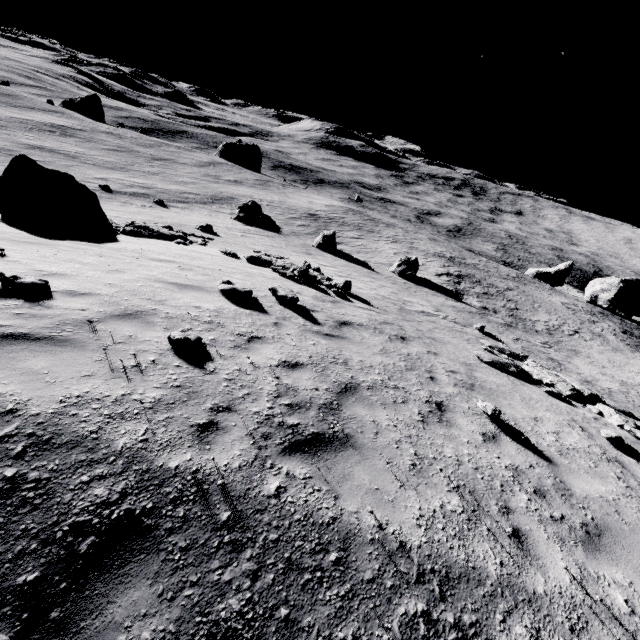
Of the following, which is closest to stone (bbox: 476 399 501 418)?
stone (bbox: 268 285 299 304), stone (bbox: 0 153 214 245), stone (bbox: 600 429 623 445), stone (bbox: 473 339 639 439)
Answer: stone (bbox: 600 429 623 445)

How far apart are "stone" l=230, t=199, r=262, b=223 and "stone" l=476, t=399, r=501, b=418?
35.1m

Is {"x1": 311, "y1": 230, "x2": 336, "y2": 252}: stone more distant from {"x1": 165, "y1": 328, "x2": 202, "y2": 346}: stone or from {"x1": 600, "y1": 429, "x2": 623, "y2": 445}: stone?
{"x1": 165, "y1": 328, "x2": 202, "y2": 346}: stone

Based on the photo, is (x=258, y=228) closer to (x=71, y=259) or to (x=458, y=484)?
(x=71, y=259)

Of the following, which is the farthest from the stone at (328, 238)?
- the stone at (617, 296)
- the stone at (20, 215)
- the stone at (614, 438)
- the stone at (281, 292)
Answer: the stone at (617, 296)

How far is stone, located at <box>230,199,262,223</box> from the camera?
37.4 meters

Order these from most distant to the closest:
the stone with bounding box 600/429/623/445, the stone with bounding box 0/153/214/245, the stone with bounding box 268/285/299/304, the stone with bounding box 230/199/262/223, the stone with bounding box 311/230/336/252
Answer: the stone with bounding box 230/199/262/223
the stone with bounding box 311/230/336/252
the stone with bounding box 0/153/214/245
the stone with bounding box 268/285/299/304
the stone with bounding box 600/429/623/445

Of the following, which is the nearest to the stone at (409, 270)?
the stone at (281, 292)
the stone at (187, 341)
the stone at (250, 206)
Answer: the stone at (250, 206)
